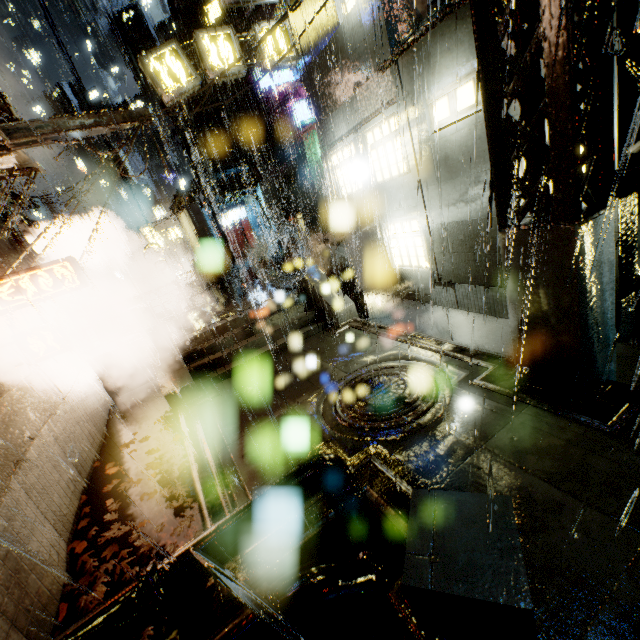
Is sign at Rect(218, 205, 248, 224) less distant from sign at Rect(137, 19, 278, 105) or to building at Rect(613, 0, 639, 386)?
building at Rect(613, 0, 639, 386)

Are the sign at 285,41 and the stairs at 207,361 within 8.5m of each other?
yes

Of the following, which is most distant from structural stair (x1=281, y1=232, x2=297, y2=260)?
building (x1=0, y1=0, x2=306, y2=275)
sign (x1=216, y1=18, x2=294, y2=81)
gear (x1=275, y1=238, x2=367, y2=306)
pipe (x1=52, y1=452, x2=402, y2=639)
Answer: pipe (x1=52, y1=452, x2=402, y2=639)

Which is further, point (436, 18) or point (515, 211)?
point (436, 18)

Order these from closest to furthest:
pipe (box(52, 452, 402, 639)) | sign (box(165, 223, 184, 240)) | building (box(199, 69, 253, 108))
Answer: pipe (box(52, 452, 402, 639))
building (box(199, 69, 253, 108))
sign (box(165, 223, 184, 240))

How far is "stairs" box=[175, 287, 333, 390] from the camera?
11.1 meters

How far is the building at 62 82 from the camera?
59.2 meters

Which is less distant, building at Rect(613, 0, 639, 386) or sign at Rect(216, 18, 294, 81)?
building at Rect(613, 0, 639, 386)
